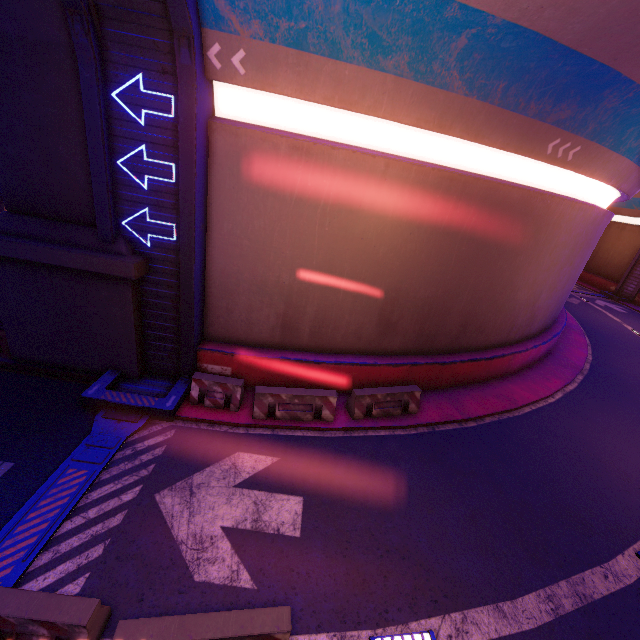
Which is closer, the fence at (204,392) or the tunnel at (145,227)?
the tunnel at (145,227)

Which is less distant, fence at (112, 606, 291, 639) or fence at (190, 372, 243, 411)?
fence at (112, 606, 291, 639)

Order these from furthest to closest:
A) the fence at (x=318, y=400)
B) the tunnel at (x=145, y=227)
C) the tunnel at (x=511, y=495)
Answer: the fence at (x=318, y=400), the tunnel at (x=145, y=227), the tunnel at (x=511, y=495)

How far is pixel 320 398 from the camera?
9.7 meters

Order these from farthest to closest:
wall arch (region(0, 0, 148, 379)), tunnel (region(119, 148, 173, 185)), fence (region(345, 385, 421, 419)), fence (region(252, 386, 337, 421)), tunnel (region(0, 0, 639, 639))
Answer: fence (region(345, 385, 421, 419)) → fence (region(252, 386, 337, 421)) → tunnel (region(119, 148, 173, 185)) → wall arch (region(0, 0, 148, 379)) → tunnel (region(0, 0, 639, 639))

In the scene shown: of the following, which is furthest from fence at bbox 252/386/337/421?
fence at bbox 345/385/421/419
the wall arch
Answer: the wall arch

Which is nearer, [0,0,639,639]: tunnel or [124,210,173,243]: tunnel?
[0,0,639,639]: tunnel

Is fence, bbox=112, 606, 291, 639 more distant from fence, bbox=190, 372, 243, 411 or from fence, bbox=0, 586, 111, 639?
fence, bbox=190, 372, 243, 411
